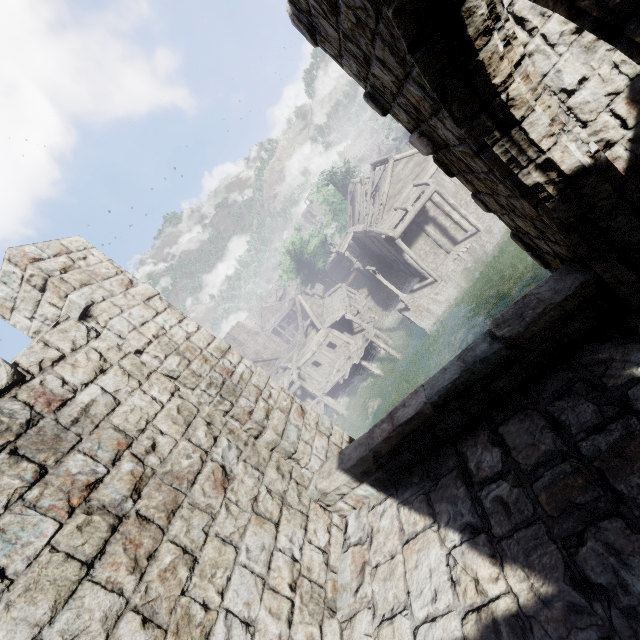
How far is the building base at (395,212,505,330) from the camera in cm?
2308

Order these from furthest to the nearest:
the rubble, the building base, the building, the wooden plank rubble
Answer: the rubble, the wooden plank rubble, the building base, the building

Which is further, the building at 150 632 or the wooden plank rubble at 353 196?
the wooden plank rubble at 353 196

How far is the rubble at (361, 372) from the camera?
28.3m

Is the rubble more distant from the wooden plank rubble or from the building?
the wooden plank rubble

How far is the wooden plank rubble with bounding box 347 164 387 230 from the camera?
25.2 meters

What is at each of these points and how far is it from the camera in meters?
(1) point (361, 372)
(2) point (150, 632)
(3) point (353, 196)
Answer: (1) rubble, 28.7 m
(2) building, 3.1 m
(3) wooden plank rubble, 35.8 m

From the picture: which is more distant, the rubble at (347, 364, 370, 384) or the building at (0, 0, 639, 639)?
the rubble at (347, 364, 370, 384)
